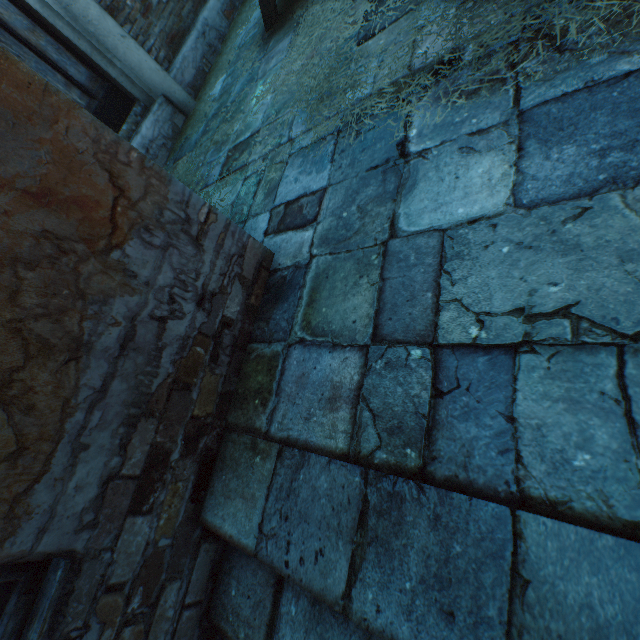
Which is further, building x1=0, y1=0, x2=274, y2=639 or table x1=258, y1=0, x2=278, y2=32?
table x1=258, y1=0, x2=278, y2=32

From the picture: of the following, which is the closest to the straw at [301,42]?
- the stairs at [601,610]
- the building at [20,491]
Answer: the building at [20,491]

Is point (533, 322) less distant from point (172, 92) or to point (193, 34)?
point (172, 92)

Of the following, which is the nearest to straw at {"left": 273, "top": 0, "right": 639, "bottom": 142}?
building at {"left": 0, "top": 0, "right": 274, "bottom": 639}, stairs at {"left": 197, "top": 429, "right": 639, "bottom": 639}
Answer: building at {"left": 0, "top": 0, "right": 274, "bottom": 639}

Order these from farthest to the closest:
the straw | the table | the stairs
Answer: the table, the straw, the stairs

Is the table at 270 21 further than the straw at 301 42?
Yes

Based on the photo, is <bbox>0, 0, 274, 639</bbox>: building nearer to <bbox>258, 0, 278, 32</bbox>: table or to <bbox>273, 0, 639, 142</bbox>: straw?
<bbox>273, 0, 639, 142</bbox>: straw

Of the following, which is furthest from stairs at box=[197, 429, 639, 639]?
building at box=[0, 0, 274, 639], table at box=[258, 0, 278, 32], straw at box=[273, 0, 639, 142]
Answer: table at box=[258, 0, 278, 32]
